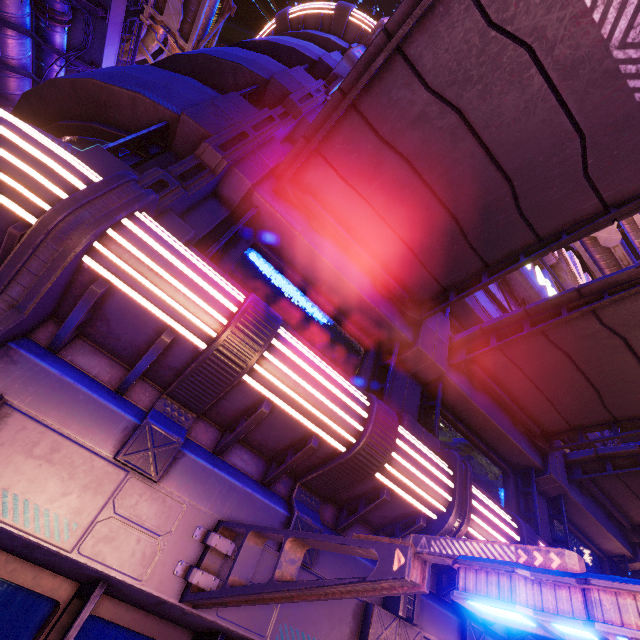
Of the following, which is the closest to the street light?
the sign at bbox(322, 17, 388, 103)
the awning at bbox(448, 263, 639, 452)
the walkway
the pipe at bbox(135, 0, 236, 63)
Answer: the awning at bbox(448, 263, 639, 452)

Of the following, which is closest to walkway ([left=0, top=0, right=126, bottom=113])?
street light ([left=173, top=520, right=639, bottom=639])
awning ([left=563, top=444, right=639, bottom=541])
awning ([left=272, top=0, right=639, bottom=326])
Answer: awning ([left=272, top=0, right=639, bottom=326])

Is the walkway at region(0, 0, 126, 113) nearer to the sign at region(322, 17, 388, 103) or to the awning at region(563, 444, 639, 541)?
the sign at region(322, 17, 388, 103)

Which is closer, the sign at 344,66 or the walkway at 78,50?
the sign at 344,66

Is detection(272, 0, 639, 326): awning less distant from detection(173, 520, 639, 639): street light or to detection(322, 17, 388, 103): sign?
detection(322, 17, 388, 103): sign

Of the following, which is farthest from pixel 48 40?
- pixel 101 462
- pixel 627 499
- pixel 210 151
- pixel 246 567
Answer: pixel 627 499

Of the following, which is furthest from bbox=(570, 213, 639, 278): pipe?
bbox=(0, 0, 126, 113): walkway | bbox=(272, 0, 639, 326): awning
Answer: bbox=(272, 0, 639, 326): awning

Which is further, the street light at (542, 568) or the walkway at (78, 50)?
the walkway at (78, 50)
